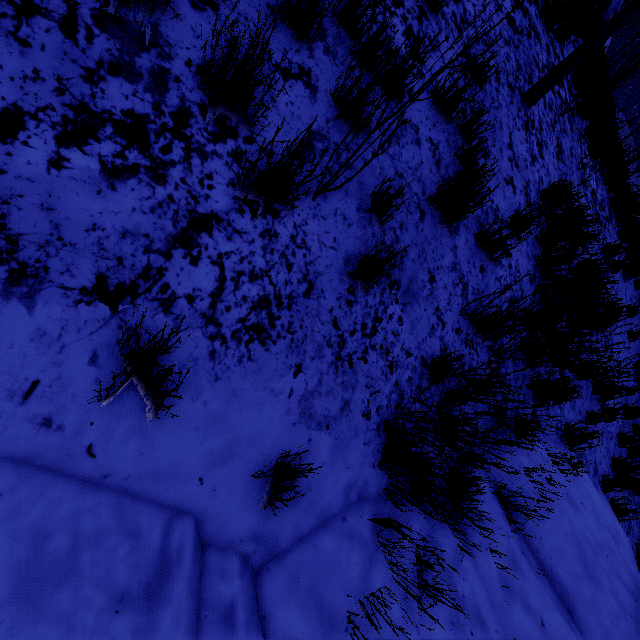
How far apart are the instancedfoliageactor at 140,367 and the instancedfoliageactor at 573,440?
4.6m

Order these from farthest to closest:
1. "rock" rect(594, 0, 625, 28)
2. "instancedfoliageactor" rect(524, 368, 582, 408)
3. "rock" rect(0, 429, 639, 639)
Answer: "rock" rect(594, 0, 625, 28) → "instancedfoliageactor" rect(524, 368, 582, 408) → "rock" rect(0, 429, 639, 639)

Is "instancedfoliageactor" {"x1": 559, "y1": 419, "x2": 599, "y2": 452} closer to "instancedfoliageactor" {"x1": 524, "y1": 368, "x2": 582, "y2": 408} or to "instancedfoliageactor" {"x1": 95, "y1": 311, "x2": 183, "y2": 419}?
Answer: "instancedfoliageactor" {"x1": 524, "y1": 368, "x2": 582, "y2": 408}

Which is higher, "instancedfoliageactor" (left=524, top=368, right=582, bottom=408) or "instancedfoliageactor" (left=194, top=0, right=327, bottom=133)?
"instancedfoliageactor" (left=194, top=0, right=327, bottom=133)

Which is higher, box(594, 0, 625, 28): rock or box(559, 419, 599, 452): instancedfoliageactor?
box(594, 0, 625, 28): rock

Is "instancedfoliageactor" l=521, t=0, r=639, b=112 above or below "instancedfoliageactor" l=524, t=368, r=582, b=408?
above

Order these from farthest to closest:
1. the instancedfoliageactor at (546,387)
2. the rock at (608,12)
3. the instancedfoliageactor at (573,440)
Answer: the rock at (608,12) < the instancedfoliageactor at (573,440) < the instancedfoliageactor at (546,387)

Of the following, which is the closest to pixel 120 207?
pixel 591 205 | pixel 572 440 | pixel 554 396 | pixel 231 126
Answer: pixel 231 126
